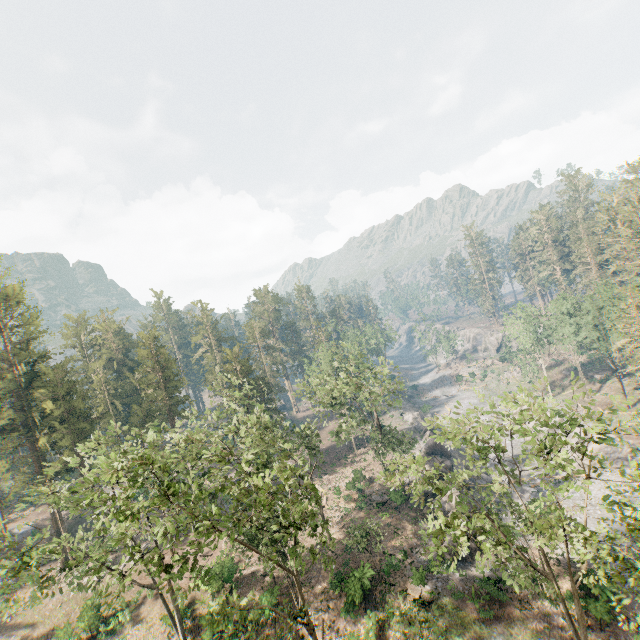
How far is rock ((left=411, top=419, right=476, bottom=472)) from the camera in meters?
43.7 m

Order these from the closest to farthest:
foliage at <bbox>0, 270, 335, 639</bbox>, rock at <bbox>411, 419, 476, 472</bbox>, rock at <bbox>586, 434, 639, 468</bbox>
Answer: foliage at <bbox>0, 270, 335, 639</bbox> → rock at <bbox>586, 434, 639, 468</bbox> → rock at <bbox>411, 419, 476, 472</bbox>

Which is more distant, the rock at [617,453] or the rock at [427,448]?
the rock at [427,448]

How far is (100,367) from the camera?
56.4 meters

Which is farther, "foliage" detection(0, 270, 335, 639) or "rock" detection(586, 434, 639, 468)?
"rock" detection(586, 434, 639, 468)

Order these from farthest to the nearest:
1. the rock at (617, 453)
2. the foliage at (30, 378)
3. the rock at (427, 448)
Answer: the rock at (427, 448) < the rock at (617, 453) < the foliage at (30, 378)
